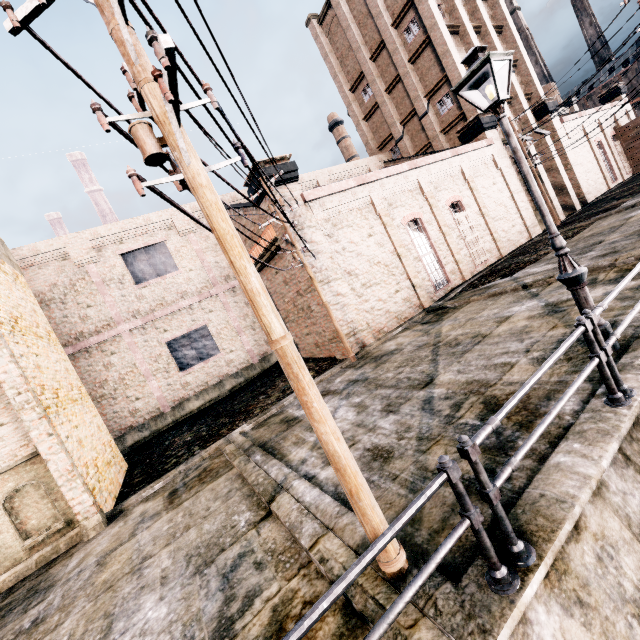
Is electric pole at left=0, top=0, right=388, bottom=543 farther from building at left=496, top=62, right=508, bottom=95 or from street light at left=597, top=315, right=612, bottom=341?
street light at left=597, top=315, right=612, bottom=341

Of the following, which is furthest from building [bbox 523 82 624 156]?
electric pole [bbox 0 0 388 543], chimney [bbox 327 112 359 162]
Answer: chimney [bbox 327 112 359 162]

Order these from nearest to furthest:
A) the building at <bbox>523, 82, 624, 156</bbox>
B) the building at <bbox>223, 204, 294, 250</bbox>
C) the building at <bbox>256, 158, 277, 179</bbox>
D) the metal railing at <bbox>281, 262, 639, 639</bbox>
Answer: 1. the metal railing at <bbox>281, 262, 639, 639</bbox>
2. the building at <bbox>256, 158, 277, 179</bbox>
3. the building at <bbox>223, 204, 294, 250</bbox>
4. the building at <bbox>523, 82, 624, 156</bbox>

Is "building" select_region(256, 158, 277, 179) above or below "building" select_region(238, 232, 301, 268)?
above

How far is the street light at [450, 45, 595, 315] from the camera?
5.4 meters

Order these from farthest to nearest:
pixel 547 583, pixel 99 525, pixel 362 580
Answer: pixel 99 525
pixel 362 580
pixel 547 583

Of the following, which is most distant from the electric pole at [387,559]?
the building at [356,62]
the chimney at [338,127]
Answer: the chimney at [338,127]

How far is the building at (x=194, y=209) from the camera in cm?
2314
